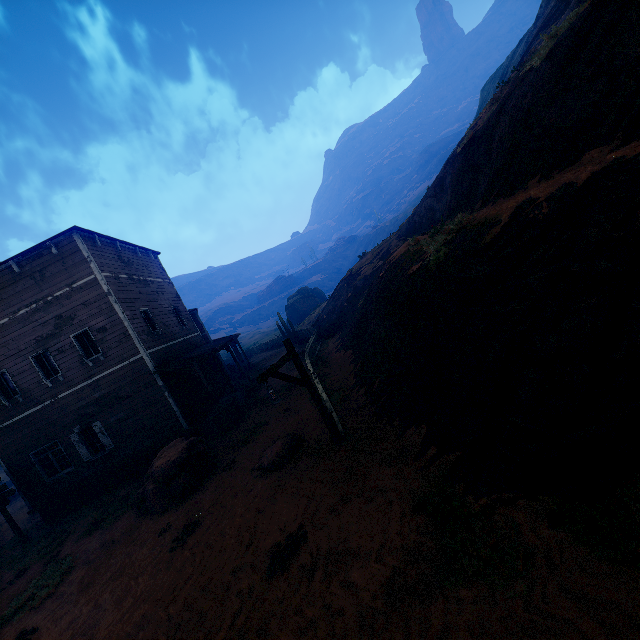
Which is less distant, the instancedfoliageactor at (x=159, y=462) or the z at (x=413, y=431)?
the z at (x=413, y=431)

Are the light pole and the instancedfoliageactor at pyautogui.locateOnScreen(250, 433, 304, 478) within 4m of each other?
yes

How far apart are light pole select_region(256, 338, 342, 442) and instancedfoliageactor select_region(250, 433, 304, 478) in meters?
1.5

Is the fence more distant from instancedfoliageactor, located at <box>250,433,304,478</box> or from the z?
instancedfoliageactor, located at <box>250,433,304,478</box>

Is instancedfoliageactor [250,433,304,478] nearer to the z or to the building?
the z

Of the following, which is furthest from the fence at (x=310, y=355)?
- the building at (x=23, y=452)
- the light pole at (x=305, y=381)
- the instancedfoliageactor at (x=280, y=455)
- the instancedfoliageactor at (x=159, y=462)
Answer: the instancedfoliageactor at (x=159, y=462)

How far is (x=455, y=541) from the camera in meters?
4.4

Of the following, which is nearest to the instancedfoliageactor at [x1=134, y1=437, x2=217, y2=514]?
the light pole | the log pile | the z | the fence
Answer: the z
